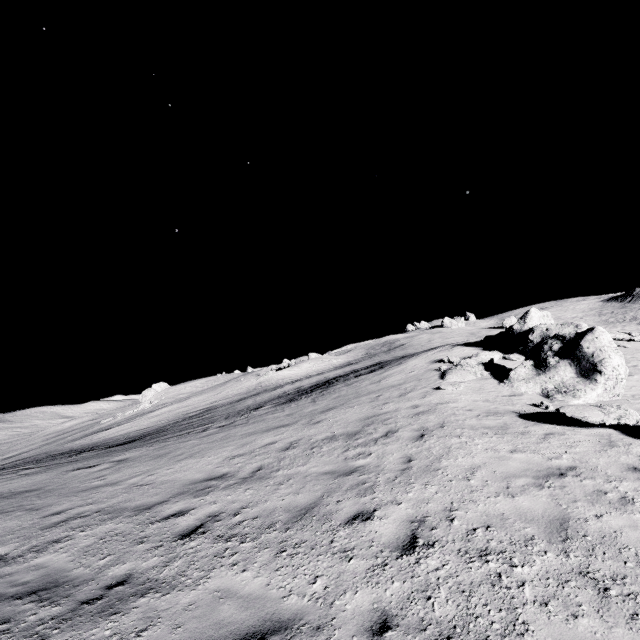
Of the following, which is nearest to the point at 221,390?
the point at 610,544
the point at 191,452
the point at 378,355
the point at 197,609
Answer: the point at 378,355

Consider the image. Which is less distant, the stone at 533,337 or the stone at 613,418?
the stone at 613,418

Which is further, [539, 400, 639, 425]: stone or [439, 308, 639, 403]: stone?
[439, 308, 639, 403]: stone
